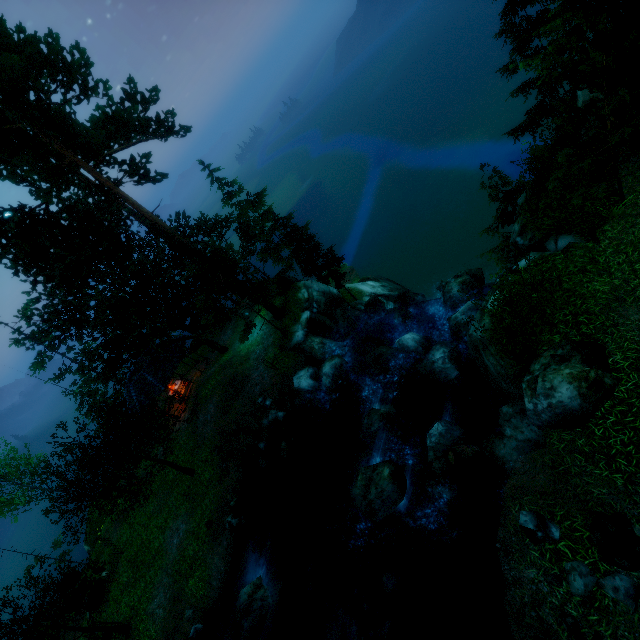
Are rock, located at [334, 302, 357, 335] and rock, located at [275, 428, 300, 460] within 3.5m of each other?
no

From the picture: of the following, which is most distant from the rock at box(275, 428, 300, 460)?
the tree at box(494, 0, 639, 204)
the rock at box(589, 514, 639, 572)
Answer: the rock at box(589, 514, 639, 572)

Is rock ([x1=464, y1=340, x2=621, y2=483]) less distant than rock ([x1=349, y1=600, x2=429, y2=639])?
Yes

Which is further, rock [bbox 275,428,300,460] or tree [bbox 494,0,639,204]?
rock [bbox 275,428,300,460]

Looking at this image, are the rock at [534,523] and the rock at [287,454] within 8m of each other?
no

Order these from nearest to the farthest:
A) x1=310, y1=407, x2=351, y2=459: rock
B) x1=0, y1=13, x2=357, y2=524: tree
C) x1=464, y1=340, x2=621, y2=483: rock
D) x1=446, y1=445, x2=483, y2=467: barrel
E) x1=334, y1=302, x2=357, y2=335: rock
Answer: x1=464, y1=340, x2=621, y2=483: rock < x1=446, y1=445, x2=483, y2=467: barrel < x1=0, y1=13, x2=357, y2=524: tree < x1=310, y1=407, x2=351, y2=459: rock < x1=334, y1=302, x2=357, y2=335: rock

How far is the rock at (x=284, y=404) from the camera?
19.1 meters

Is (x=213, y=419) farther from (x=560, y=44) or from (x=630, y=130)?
(x=560, y=44)
